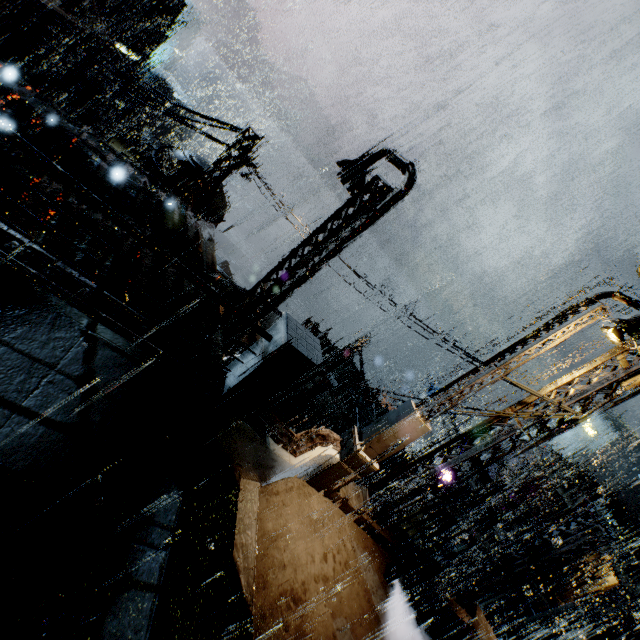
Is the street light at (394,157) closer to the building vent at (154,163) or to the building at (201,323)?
the building at (201,323)

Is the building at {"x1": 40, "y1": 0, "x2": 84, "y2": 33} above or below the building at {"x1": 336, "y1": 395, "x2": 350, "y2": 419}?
above

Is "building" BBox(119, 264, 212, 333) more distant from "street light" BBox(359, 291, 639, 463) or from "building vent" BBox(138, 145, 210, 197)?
"street light" BBox(359, 291, 639, 463)

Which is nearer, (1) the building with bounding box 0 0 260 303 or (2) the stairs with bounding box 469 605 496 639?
(1) the building with bounding box 0 0 260 303

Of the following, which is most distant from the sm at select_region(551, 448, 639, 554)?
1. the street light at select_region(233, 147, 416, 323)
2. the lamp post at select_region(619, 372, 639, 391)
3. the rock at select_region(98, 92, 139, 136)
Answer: the rock at select_region(98, 92, 139, 136)

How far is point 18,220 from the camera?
5.4 meters

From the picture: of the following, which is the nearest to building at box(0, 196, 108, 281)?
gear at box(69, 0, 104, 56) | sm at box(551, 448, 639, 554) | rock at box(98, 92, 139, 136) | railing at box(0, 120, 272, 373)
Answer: sm at box(551, 448, 639, 554)

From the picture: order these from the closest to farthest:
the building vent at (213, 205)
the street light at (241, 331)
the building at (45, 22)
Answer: the street light at (241, 331), the building vent at (213, 205), the building at (45, 22)
